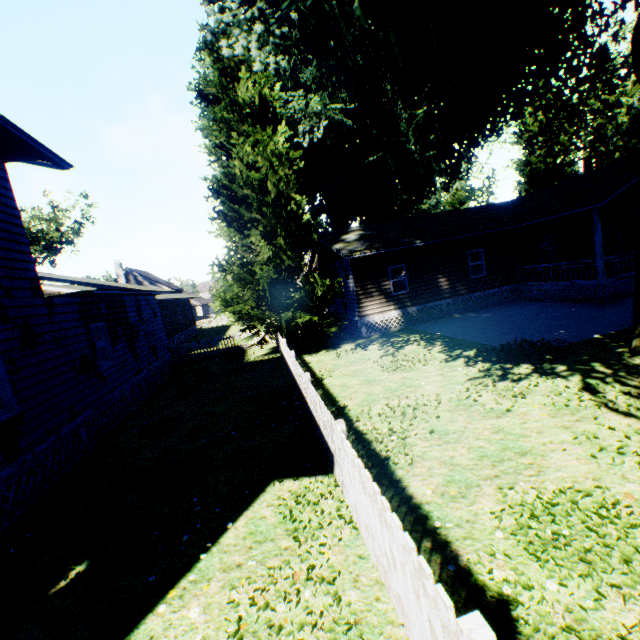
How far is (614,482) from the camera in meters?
4.4 m

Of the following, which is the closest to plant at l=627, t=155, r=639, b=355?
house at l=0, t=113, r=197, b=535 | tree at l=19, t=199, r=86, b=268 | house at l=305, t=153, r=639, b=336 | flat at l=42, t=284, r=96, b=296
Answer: house at l=305, t=153, r=639, b=336

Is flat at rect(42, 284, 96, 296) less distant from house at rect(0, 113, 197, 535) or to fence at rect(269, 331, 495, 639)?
house at rect(0, 113, 197, 535)

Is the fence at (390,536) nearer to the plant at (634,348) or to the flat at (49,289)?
the plant at (634,348)

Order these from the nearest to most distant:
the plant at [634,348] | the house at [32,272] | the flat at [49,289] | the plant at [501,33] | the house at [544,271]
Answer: the house at [32,272], the plant at [634,348], the plant at [501,33], the house at [544,271], the flat at [49,289]

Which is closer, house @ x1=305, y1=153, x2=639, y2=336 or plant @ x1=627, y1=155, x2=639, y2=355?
plant @ x1=627, y1=155, x2=639, y2=355

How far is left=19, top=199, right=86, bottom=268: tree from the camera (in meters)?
37.38

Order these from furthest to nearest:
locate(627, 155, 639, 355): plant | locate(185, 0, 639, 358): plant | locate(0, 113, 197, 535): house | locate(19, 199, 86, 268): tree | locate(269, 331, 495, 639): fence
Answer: locate(19, 199, 86, 268): tree → locate(185, 0, 639, 358): plant → locate(627, 155, 639, 355): plant → locate(0, 113, 197, 535): house → locate(269, 331, 495, 639): fence
